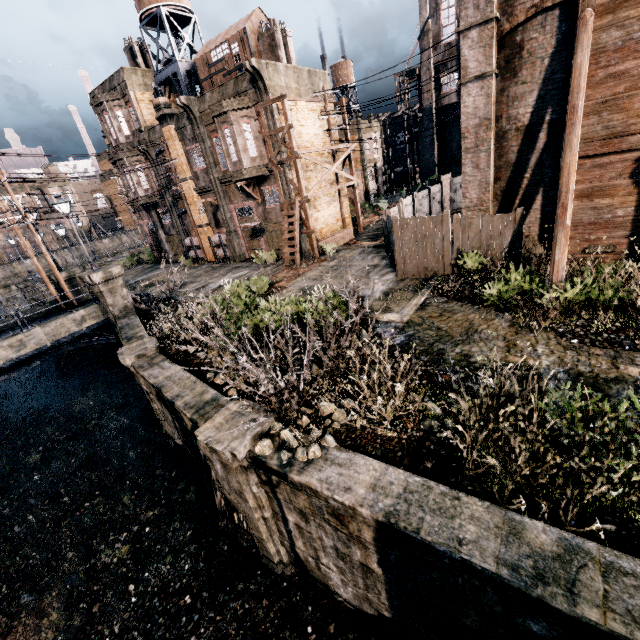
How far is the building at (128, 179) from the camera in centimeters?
3036cm

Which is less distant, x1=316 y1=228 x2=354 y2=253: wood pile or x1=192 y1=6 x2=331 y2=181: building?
x1=192 y1=6 x2=331 y2=181: building

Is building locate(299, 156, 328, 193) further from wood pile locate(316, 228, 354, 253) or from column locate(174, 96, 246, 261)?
wood pile locate(316, 228, 354, 253)

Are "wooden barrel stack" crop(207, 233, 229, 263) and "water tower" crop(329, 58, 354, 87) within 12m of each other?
no

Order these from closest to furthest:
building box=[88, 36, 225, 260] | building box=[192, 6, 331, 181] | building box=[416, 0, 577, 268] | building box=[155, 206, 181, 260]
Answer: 1. building box=[416, 0, 577, 268]
2. building box=[192, 6, 331, 181]
3. building box=[88, 36, 225, 260]
4. building box=[155, 206, 181, 260]

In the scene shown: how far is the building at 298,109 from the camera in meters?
21.9 m

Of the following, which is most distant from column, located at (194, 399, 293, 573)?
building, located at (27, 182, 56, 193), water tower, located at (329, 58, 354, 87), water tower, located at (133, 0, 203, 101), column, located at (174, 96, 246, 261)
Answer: building, located at (27, 182, 56, 193)

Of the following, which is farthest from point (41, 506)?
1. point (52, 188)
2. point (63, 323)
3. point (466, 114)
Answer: point (52, 188)
